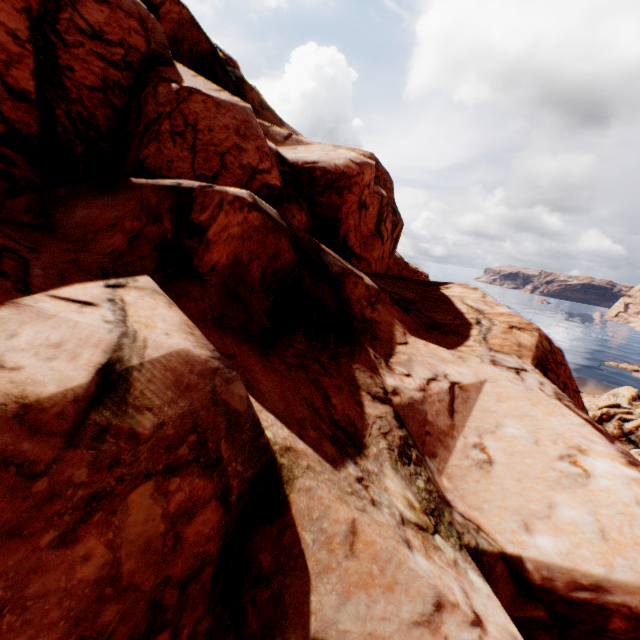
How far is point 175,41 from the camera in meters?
16.3 m
